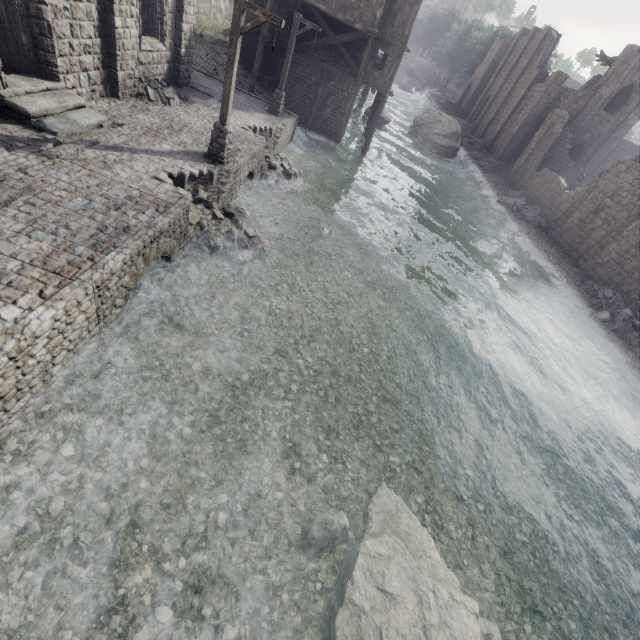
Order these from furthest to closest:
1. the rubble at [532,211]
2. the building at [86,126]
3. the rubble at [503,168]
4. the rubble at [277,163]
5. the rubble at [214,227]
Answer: the rubble at [503,168] < the rubble at [532,211] < the rubble at [277,163] < the rubble at [214,227] < the building at [86,126]

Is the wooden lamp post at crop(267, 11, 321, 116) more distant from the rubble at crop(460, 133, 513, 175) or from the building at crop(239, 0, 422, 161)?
the rubble at crop(460, 133, 513, 175)

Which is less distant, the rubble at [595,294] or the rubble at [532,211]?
the rubble at [595,294]

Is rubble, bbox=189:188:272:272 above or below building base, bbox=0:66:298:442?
below

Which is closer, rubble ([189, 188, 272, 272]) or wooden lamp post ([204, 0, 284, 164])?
wooden lamp post ([204, 0, 284, 164])

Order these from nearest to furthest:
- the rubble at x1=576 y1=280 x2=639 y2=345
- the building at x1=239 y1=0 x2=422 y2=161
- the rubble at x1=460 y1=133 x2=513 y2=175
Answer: the rubble at x1=576 y1=280 x2=639 y2=345, the building at x1=239 y1=0 x2=422 y2=161, the rubble at x1=460 y1=133 x2=513 y2=175

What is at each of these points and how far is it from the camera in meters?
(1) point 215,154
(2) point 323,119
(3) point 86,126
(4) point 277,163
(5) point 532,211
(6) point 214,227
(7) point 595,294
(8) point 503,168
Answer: (1) wooden lamp post, 12.2 m
(2) building, 24.7 m
(3) building, 10.5 m
(4) rubble, 17.2 m
(5) rubble, 29.3 m
(6) rubble, 11.5 m
(7) rubble, 20.8 m
(8) rubble, 37.8 m

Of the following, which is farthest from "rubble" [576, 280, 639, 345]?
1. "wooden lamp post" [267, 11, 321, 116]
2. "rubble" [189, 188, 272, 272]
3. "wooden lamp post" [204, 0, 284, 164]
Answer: "wooden lamp post" [267, 11, 321, 116]
